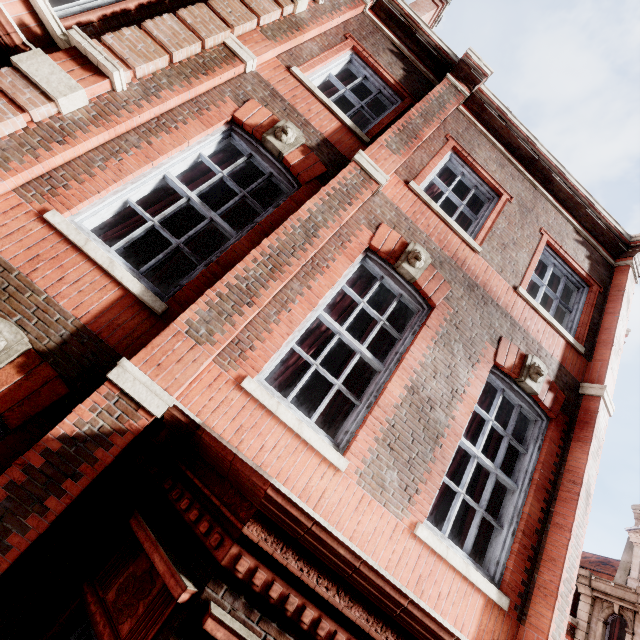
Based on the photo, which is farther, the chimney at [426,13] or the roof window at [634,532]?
the roof window at [634,532]

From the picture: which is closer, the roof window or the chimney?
the chimney

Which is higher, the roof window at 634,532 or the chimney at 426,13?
the chimney at 426,13

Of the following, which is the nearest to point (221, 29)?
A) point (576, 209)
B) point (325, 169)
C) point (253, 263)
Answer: point (325, 169)

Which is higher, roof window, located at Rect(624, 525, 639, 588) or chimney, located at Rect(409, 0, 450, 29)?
chimney, located at Rect(409, 0, 450, 29)
